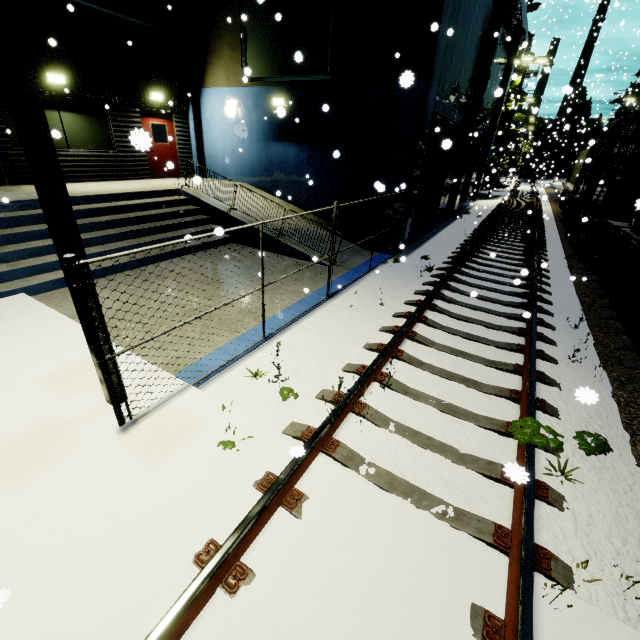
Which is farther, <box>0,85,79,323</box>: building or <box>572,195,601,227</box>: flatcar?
<box>572,195,601,227</box>: flatcar

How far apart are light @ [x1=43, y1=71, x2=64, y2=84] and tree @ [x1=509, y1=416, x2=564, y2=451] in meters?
14.7

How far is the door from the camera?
12.4m

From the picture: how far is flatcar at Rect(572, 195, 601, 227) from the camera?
11.8m

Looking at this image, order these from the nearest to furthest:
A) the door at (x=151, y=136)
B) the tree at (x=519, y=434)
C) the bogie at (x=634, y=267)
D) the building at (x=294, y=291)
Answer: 1. the tree at (x=519, y=434)
2. the building at (x=294, y=291)
3. the bogie at (x=634, y=267)
4. the door at (x=151, y=136)

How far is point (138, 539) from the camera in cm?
270

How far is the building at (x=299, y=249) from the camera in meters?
8.9 m

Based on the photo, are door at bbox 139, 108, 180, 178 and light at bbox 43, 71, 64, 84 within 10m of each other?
yes
